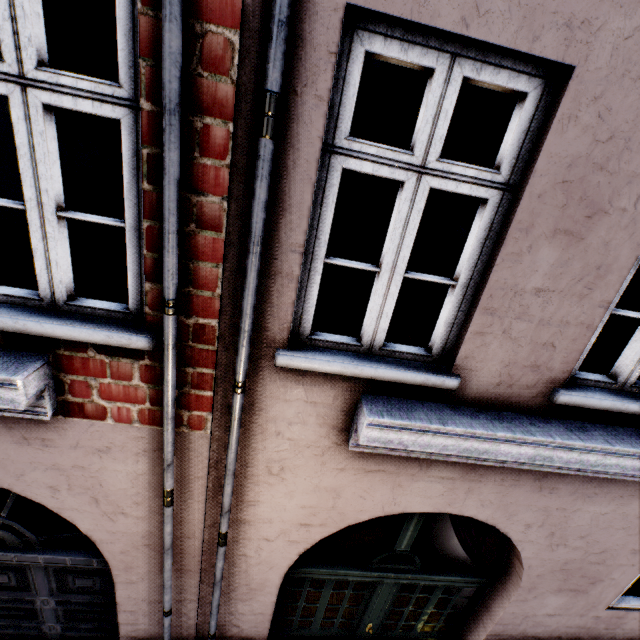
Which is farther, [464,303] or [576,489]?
[576,489]
